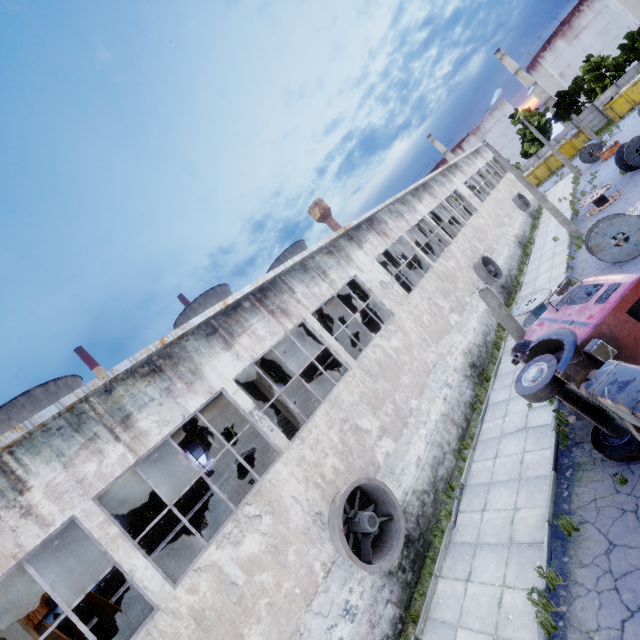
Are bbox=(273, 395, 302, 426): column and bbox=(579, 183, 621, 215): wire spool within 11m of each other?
no

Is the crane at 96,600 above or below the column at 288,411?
below

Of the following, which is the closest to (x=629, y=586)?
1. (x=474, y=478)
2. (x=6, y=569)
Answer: (x=474, y=478)

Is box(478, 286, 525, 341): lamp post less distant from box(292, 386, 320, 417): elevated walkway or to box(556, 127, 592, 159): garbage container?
box(292, 386, 320, 417): elevated walkway

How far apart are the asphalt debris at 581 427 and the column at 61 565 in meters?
22.2 m

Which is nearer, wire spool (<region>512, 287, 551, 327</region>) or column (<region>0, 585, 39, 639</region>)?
column (<region>0, 585, 39, 639</region>)

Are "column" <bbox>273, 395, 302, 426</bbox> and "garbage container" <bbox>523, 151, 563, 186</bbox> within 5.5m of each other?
no

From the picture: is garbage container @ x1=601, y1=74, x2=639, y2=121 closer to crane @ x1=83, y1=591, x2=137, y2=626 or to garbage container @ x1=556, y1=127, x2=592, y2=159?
garbage container @ x1=556, y1=127, x2=592, y2=159
